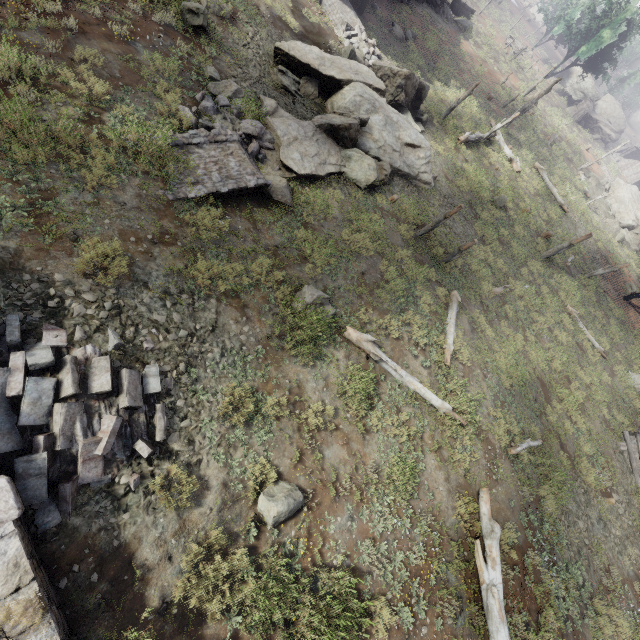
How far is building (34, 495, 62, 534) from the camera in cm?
477

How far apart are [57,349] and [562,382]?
20.58m

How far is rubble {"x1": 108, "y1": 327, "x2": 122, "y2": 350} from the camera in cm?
619

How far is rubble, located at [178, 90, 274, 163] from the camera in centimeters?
1006cm

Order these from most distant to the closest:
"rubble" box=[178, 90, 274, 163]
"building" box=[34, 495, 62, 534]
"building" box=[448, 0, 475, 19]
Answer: "building" box=[448, 0, 475, 19], "rubble" box=[178, 90, 274, 163], "building" box=[34, 495, 62, 534]

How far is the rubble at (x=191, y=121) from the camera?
10.06m

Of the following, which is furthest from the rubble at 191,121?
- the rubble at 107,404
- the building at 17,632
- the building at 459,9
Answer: the building at 459,9

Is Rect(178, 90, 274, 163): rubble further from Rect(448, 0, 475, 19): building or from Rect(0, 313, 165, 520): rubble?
Rect(448, 0, 475, 19): building
